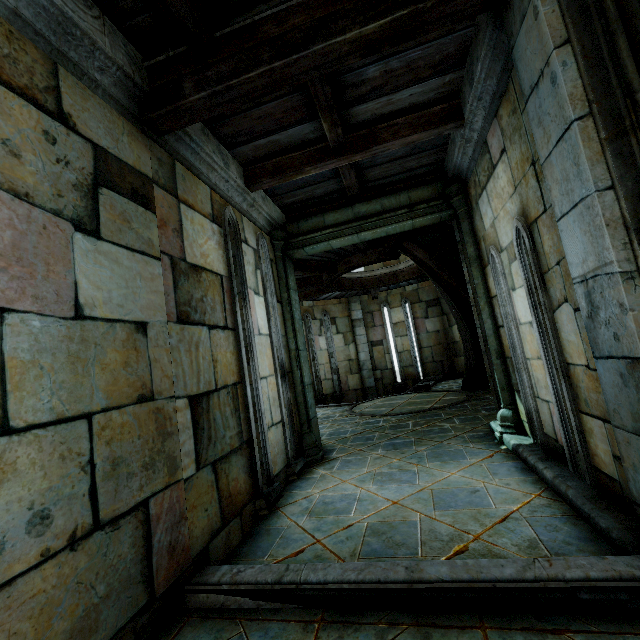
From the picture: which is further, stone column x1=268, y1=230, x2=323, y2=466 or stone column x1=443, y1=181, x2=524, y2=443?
stone column x1=268, y1=230, x2=323, y2=466

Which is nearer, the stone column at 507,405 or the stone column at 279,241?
the stone column at 507,405

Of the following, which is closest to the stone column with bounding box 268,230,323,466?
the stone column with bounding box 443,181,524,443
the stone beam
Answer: the stone beam

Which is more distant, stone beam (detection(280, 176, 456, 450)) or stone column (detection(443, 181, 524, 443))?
stone beam (detection(280, 176, 456, 450))

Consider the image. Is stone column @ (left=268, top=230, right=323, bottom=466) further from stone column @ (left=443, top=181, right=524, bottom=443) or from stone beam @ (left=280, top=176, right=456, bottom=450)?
stone column @ (left=443, top=181, right=524, bottom=443)

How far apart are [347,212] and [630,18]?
4.1 meters

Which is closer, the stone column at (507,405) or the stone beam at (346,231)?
the stone column at (507,405)

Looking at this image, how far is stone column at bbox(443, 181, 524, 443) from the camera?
4.6m
